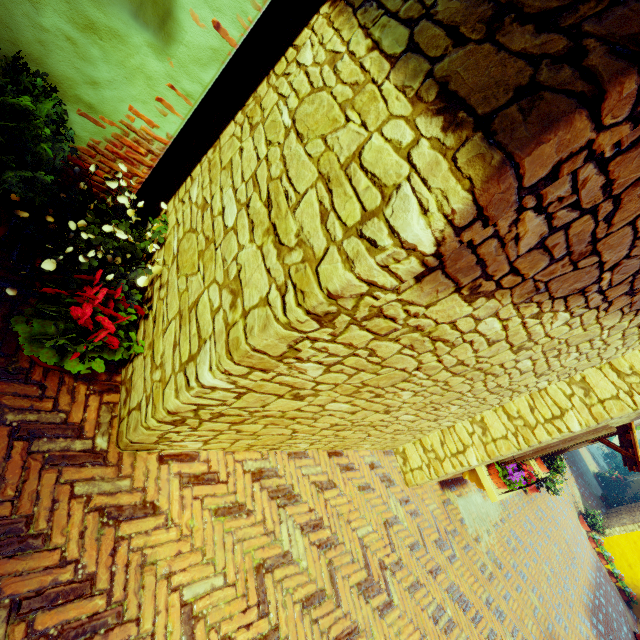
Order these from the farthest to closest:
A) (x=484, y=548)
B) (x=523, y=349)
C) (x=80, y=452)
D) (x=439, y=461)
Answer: (x=484, y=548)
(x=439, y=461)
(x=523, y=349)
(x=80, y=452)

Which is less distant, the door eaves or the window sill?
the window sill

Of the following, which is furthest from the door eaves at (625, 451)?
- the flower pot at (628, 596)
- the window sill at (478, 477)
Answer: the flower pot at (628, 596)

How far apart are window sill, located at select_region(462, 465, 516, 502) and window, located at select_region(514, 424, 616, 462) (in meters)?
0.17

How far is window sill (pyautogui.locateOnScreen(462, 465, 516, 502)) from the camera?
4.6m

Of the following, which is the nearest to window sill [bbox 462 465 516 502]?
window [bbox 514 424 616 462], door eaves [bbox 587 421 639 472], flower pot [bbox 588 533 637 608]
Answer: window [bbox 514 424 616 462]

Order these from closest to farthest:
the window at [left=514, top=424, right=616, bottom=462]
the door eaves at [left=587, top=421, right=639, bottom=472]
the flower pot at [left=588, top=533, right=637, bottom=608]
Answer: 1. the window at [left=514, top=424, right=616, bottom=462]
2. the door eaves at [left=587, top=421, right=639, bottom=472]
3. the flower pot at [left=588, top=533, right=637, bottom=608]

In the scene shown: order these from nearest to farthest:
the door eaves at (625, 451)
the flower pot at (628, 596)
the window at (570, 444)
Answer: the window at (570, 444), the door eaves at (625, 451), the flower pot at (628, 596)
